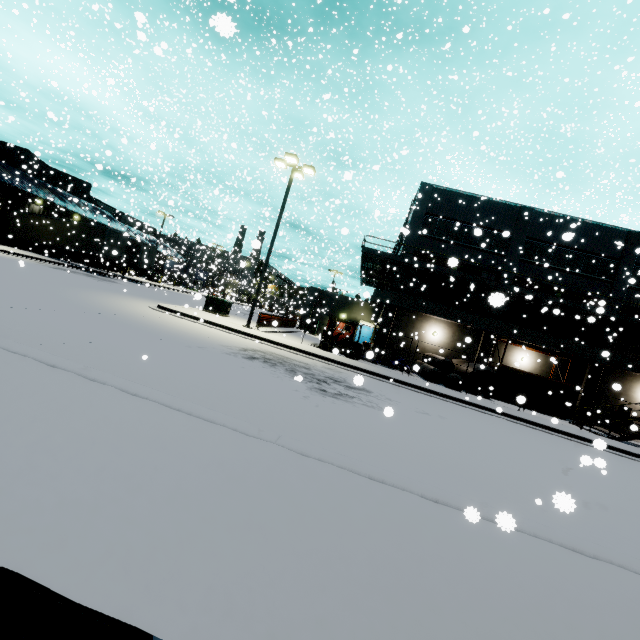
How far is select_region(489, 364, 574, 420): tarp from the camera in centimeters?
1692cm

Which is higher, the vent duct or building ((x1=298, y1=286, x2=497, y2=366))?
the vent duct

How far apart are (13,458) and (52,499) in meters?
0.6 m

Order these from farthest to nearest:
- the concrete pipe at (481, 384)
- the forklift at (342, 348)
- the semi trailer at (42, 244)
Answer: the semi trailer at (42, 244) < the concrete pipe at (481, 384) < the forklift at (342, 348)

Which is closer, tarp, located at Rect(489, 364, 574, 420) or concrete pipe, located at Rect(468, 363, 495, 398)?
tarp, located at Rect(489, 364, 574, 420)

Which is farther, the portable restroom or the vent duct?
the portable restroom

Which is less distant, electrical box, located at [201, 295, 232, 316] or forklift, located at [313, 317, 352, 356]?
forklift, located at [313, 317, 352, 356]

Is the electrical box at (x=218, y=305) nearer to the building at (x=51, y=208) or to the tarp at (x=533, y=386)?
the building at (x=51, y=208)
